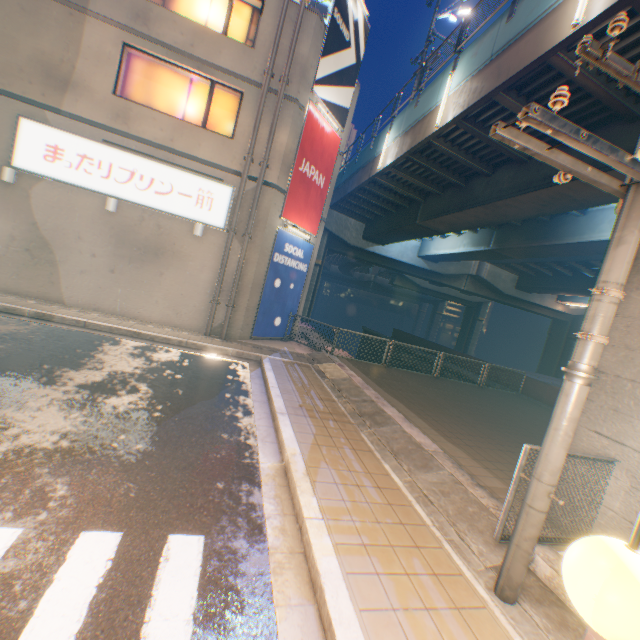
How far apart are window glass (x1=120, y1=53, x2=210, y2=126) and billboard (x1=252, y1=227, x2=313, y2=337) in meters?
3.2

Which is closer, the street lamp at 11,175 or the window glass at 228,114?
the street lamp at 11,175

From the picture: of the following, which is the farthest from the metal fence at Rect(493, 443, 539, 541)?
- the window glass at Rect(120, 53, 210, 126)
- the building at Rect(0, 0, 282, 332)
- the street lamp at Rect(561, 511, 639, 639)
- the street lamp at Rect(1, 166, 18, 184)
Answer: the street lamp at Rect(1, 166, 18, 184)

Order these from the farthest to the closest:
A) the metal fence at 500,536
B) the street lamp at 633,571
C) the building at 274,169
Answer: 1. the building at 274,169
2. the metal fence at 500,536
3. the street lamp at 633,571

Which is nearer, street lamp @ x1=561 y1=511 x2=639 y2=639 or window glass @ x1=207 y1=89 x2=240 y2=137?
street lamp @ x1=561 y1=511 x2=639 y2=639

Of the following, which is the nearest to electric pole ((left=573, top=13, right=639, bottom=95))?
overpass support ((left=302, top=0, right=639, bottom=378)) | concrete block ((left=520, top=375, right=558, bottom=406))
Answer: overpass support ((left=302, top=0, right=639, bottom=378))

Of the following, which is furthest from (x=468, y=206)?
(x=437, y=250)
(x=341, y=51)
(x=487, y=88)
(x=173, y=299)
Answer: (x=173, y=299)

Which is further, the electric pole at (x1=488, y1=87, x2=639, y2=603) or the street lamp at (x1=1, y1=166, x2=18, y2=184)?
the street lamp at (x1=1, y1=166, x2=18, y2=184)
